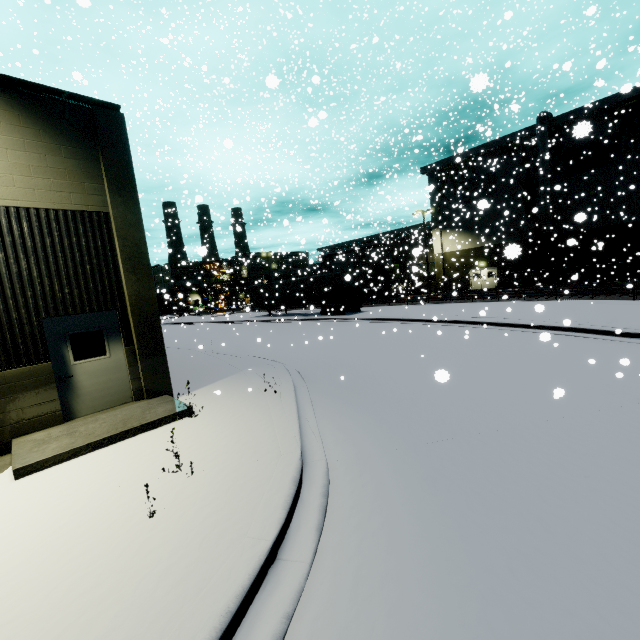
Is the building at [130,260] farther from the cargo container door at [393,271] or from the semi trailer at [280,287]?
the cargo container door at [393,271]

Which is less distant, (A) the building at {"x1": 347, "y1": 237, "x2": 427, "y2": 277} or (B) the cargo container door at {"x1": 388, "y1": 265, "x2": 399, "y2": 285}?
(A) the building at {"x1": 347, "y1": 237, "x2": 427, "y2": 277}

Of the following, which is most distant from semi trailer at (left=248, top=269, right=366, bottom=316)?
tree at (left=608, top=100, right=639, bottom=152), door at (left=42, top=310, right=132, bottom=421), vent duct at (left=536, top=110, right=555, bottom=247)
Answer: door at (left=42, top=310, right=132, bottom=421)

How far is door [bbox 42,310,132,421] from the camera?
7.6m

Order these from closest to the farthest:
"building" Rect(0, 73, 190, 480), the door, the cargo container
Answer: "building" Rect(0, 73, 190, 480), the door, the cargo container

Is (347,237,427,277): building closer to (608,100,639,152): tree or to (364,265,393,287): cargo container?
(608,100,639,152): tree

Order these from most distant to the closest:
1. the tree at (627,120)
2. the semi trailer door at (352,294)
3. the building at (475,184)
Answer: the building at (475,184)
the tree at (627,120)
the semi trailer door at (352,294)

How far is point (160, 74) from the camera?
26.30m
